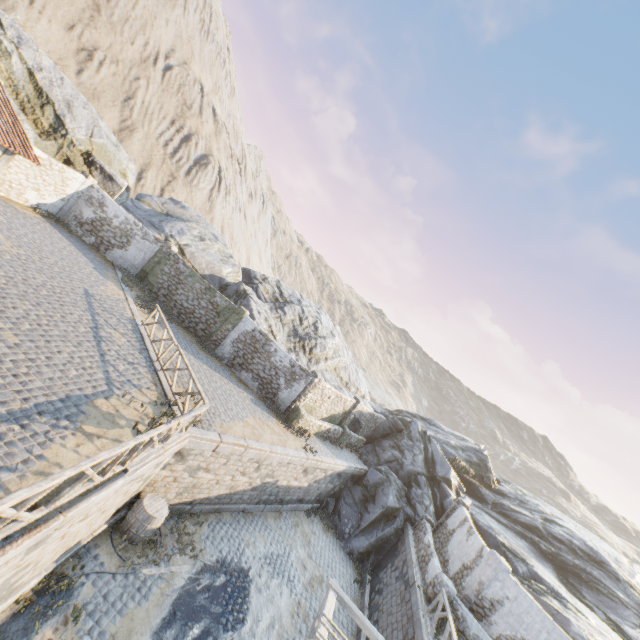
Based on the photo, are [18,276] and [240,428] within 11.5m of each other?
yes

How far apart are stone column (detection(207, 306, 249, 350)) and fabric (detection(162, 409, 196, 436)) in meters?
9.9 m

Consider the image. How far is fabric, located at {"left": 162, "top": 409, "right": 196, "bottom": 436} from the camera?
8.1 meters

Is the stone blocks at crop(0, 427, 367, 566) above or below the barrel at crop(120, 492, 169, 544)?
above

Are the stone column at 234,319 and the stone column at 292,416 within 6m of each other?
yes

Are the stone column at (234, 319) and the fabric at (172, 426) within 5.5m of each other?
no

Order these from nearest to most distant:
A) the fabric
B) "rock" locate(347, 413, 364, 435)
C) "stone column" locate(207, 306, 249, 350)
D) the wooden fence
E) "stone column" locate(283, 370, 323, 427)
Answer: the wooden fence, the fabric, "stone column" locate(283, 370, 323, 427), "stone column" locate(207, 306, 249, 350), "rock" locate(347, 413, 364, 435)

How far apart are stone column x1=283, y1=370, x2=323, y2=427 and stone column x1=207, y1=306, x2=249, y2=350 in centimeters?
510cm
